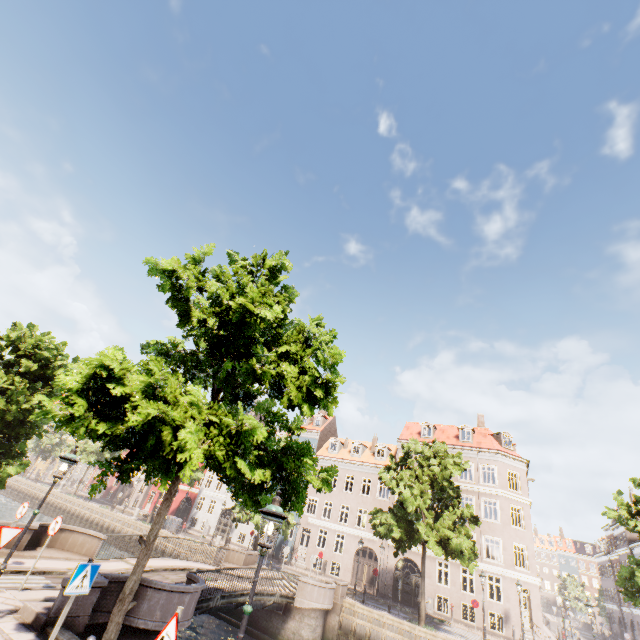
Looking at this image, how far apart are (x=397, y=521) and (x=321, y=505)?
16.5m

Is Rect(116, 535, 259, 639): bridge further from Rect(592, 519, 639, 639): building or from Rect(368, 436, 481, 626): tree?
Rect(592, 519, 639, 639): building

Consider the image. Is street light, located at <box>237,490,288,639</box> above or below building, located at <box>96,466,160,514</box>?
above

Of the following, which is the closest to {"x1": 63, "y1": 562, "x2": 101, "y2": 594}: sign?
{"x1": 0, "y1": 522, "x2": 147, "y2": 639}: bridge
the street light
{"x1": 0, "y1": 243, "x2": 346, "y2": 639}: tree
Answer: {"x1": 0, "y1": 243, "x2": 346, "y2": 639}: tree

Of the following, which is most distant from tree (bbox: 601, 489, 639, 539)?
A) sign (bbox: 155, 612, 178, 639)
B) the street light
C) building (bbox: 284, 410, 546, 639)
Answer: building (bbox: 284, 410, 546, 639)

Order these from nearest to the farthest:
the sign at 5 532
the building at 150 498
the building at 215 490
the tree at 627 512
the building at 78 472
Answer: the sign at 5 532 → the tree at 627 512 → the building at 215 490 → the building at 150 498 → the building at 78 472

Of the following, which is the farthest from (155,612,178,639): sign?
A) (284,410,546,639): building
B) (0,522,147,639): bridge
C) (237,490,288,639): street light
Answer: (284,410,546,639): building

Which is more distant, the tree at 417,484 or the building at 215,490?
the building at 215,490
